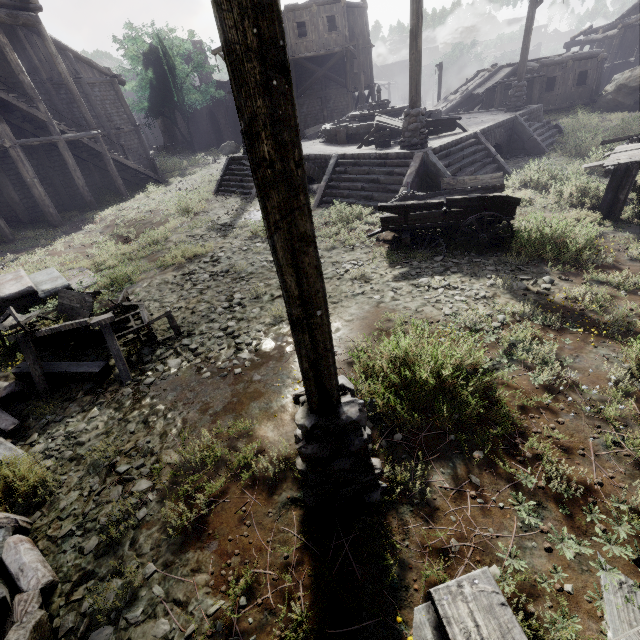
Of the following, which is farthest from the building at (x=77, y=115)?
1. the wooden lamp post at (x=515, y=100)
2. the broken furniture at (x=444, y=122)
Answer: the wooden lamp post at (x=515, y=100)

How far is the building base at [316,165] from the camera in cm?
1127

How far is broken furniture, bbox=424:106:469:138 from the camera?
13.05m

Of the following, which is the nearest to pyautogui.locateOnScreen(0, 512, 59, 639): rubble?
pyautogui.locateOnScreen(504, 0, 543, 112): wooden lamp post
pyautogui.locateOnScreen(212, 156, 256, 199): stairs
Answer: pyautogui.locateOnScreen(212, 156, 256, 199): stairs

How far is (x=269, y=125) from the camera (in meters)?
1.57

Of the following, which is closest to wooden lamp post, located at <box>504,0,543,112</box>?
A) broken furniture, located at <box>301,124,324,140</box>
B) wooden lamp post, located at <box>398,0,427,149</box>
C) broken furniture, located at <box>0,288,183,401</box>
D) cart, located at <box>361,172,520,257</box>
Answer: broken furniture, located at <box>301,124,324,140</box>

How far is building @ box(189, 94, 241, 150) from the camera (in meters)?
37.25

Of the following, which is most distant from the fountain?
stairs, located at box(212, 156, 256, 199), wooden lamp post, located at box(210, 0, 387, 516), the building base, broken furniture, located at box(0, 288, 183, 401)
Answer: wooden lamp post, located at box(210, 0, 387, 516)
